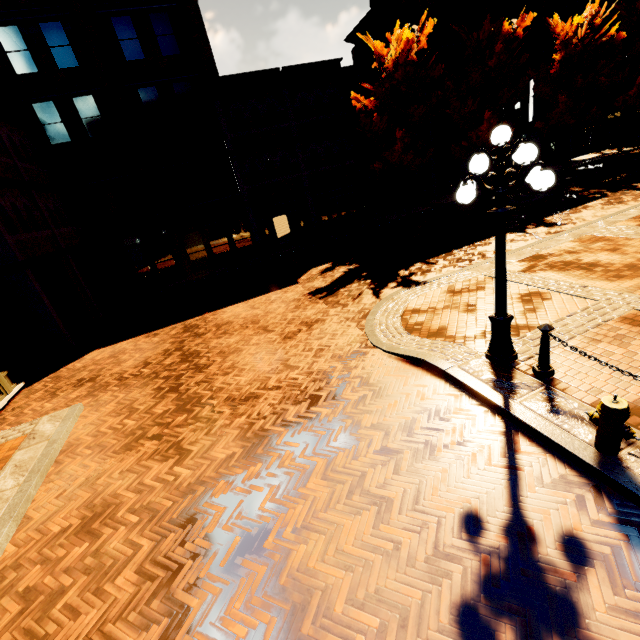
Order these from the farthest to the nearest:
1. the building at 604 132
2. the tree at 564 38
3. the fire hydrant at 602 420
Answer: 1. the building at 604 132
2. the tree at 564 38
3. the fire hydrant at 602 420

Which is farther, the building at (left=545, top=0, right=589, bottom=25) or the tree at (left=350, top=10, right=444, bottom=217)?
the building at (left=545, top=0, right=589, bottom=25)

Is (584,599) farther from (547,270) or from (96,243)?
(96,243)

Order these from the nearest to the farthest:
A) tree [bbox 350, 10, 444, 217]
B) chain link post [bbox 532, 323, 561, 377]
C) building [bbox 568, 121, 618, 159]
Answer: chain link post [bbox 532, 323, 561, 377] → tree [bbox 350, 10, 444, 217] → building [bbox 568, 121, 618, 159]

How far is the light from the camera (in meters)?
4.07

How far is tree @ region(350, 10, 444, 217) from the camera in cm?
1642

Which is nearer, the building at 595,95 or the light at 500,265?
the light at 500,265

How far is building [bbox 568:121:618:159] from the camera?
29.47m
